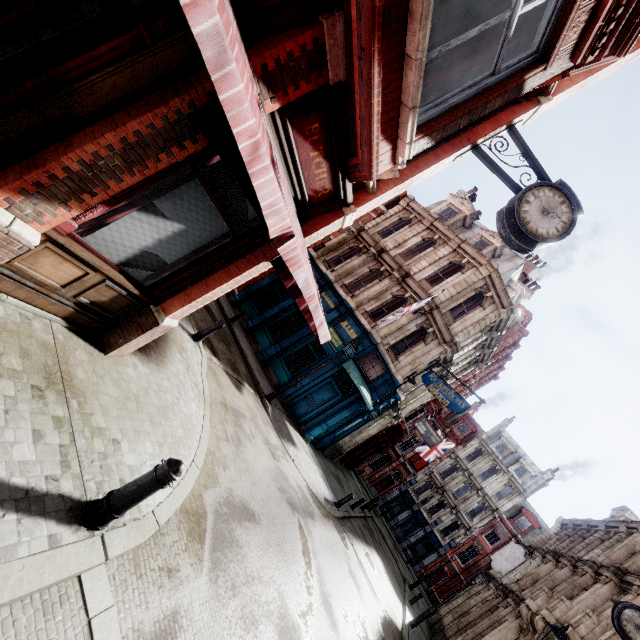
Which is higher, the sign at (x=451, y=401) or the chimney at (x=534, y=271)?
the chimney at (x=534, y=271)

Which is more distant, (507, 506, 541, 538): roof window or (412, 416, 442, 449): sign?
(507, 506, 541, 538): roof window

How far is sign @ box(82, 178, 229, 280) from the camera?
3.88m

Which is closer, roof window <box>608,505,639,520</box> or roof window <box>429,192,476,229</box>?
roof window <box>429,192,476,229</box>

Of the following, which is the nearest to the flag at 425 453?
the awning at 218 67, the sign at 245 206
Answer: the awning at 218 67

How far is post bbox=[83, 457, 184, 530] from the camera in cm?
315

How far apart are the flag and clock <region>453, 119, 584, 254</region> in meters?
26.8

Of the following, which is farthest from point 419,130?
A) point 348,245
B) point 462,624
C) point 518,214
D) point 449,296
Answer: point 462,624
